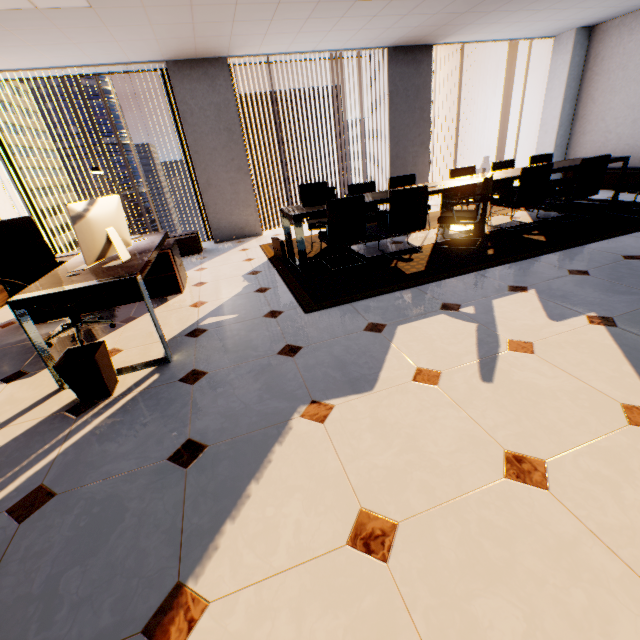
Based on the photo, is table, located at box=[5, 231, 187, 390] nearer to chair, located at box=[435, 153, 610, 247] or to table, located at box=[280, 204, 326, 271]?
table, located at box=[280, 204, 326, 271]

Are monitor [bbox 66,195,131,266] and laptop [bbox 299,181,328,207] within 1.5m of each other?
no

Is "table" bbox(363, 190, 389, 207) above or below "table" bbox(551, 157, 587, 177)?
below

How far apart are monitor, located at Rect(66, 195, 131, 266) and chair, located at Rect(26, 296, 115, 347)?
0.9 meters

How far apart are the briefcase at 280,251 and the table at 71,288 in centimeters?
137cm

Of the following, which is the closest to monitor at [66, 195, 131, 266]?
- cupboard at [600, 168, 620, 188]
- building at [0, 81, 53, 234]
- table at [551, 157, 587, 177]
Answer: table at [551, 157, 587, 177]

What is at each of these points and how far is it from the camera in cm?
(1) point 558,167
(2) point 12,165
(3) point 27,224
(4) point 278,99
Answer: (1) table, 488
(2) window, 548
(3) chair, 307
(4) building, 5400

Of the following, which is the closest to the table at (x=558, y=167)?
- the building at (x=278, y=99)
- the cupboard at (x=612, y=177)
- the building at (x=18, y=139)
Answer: the cupboard at (x=612, y=177)
